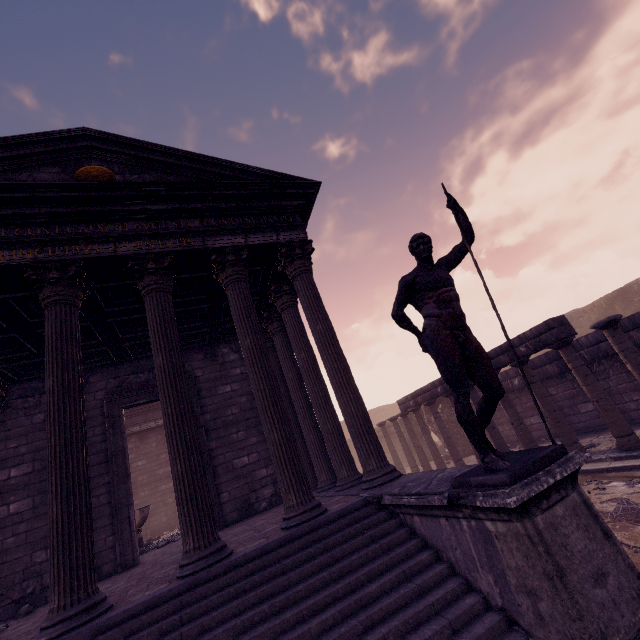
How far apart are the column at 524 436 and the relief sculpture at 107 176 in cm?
1023

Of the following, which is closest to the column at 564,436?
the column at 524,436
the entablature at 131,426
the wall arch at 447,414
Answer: the column at 524,436

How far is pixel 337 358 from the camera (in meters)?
6.05

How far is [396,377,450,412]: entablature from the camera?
11.2m

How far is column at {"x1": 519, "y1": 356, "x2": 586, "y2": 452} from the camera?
7.8m

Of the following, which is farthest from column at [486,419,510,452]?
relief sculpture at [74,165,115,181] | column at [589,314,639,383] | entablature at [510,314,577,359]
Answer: relief sculpture at [74,165,115,181]

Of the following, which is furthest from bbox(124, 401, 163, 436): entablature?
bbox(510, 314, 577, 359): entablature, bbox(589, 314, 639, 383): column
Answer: bbox(589, 314, 639, 383): column

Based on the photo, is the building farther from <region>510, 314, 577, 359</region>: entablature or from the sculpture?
<region>510, 314, 577, 359</region>: entablature
